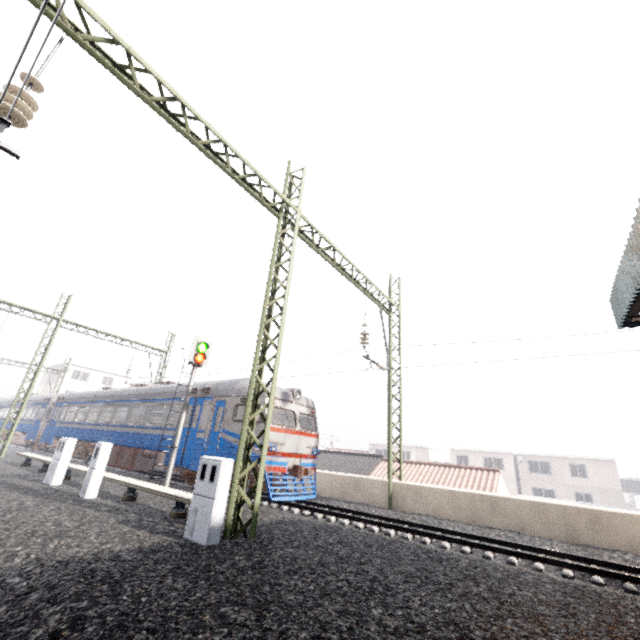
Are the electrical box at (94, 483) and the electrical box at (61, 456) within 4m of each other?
yes

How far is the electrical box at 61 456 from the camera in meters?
10.6 m

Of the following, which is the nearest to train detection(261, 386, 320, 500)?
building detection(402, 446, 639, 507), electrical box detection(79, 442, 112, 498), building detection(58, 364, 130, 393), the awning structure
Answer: building detection(58, 364, 130, 393)

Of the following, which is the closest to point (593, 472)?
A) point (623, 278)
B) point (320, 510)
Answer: point (320, 510)

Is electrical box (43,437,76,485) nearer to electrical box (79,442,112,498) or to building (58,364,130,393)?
electrical box (79,442,112,498)

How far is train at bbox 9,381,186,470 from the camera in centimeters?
1570cm

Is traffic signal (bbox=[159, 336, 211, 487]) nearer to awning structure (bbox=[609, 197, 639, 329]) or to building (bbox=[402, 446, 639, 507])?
awning structure (bbox=[609, 197, 639, 329])

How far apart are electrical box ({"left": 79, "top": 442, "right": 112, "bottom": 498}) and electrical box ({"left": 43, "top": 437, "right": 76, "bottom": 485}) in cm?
238
